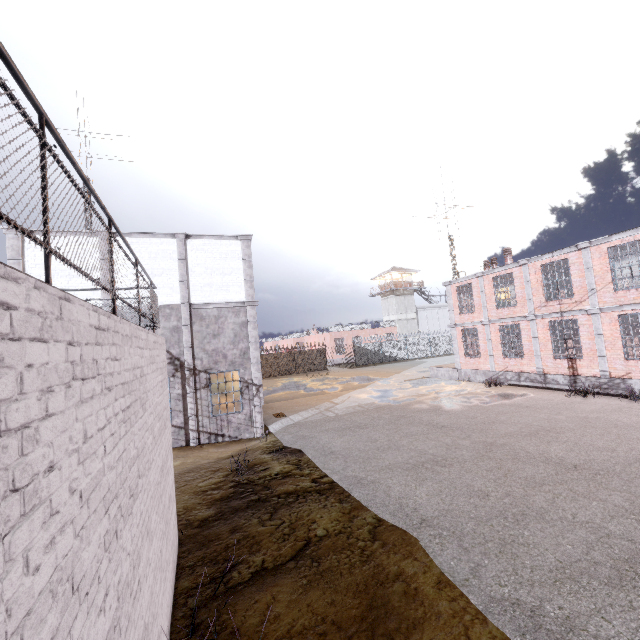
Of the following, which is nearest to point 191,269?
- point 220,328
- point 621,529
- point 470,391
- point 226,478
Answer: point 220,328

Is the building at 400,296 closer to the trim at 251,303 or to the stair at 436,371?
the stair at 436,371

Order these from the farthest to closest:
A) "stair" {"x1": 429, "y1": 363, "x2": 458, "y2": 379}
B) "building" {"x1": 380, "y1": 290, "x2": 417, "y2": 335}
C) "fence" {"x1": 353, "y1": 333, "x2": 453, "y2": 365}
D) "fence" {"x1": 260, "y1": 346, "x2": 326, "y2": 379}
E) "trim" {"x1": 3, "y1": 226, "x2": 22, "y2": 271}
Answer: "building" {"x1": 380, "y1": 290, "x2": 417, "y2": 335}, "fence" {"x1": 353, "y1": 333, "x2": 453, "y2": 365}, "fence" {"x1": 260, "y1": 346, "x2": 326, "y2": 379}, "stair" {"x1": 429, "y1": 363, "x2": 458, "y2": 379}, "trim" {"x1": 3, "y1": 226, "x2": 22, "y2": 271}

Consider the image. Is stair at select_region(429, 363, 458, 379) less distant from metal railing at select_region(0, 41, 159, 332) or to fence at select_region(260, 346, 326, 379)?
fence at select_region(260, 346, 326, 379)

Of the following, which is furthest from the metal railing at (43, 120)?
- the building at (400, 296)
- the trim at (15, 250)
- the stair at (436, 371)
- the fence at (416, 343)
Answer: the building at (400, 296)

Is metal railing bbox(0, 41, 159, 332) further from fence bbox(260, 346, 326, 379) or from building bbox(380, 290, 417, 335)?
building bbox(380, 290, 417, 335)

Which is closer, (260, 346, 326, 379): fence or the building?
(260, 346, 326, 379): fence

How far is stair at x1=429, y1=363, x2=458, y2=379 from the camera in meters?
23.3
